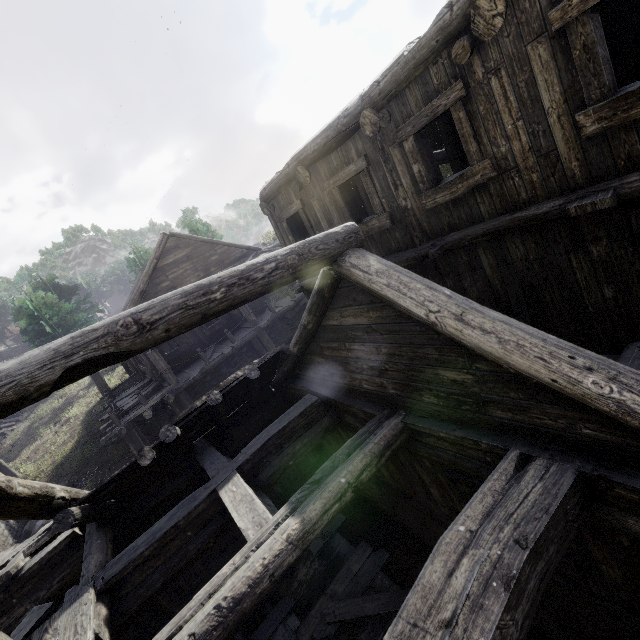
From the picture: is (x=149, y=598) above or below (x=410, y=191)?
below

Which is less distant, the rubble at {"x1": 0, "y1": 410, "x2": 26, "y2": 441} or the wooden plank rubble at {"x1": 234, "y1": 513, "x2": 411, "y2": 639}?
the wooden plank rubble at {"x1": 234, "y1": 513, "x2": 411, "y2": 639}

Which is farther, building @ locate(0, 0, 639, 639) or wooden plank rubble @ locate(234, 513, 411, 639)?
wooden plank rubble @ locate(234, 513, 411, 639)

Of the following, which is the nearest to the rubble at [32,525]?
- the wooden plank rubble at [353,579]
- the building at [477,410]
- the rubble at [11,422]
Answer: the building at [477,410]

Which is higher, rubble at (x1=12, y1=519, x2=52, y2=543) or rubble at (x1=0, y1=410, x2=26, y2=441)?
rubble at (x1=0, y1=410, x2=26, y2=441)

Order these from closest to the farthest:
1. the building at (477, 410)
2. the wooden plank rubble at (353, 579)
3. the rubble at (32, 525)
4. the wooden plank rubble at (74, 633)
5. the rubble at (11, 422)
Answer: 1. the building at (477, 410)
2. the wooden plank rubble at (74, 633)
3. the wooden plank rubble at (353, 579)
4. the rubble at (32, 525)
5. the rubble at (11, 422)

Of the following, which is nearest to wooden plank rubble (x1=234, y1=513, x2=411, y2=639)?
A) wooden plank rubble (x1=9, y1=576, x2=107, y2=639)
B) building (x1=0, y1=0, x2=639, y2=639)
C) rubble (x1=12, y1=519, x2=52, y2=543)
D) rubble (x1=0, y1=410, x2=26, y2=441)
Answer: building (x1=0, y1=0, x2=639, y2=639)

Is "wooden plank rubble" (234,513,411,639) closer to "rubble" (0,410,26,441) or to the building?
the building
